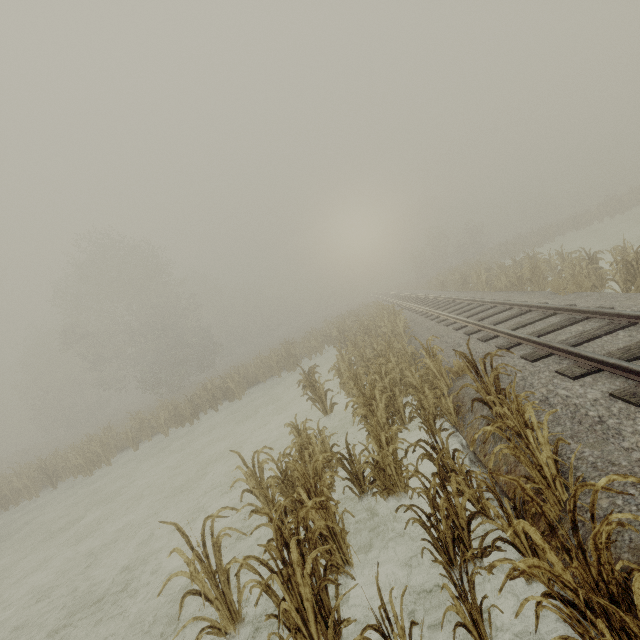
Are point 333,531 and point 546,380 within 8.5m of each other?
yes
